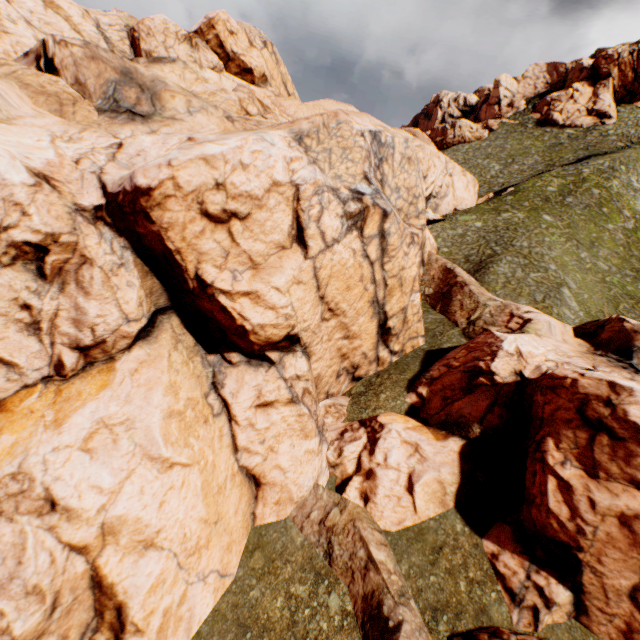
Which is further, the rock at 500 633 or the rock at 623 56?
the rock at 623 56

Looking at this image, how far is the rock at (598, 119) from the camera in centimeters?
5869cm

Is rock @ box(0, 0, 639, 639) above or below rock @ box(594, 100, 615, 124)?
below

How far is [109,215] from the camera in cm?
1293

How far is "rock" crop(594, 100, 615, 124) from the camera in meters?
58.7

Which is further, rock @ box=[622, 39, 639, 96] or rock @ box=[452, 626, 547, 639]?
rock @ box=[622, 39, 639, 96]
